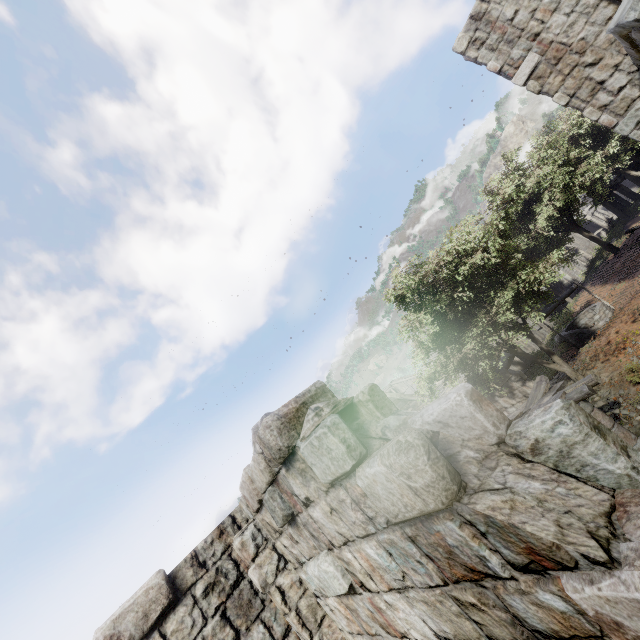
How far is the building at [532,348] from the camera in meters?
19.6 m

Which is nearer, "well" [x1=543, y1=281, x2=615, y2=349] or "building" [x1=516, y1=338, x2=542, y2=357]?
"well" [x1=543, y1=281, x2=615, y2=349]

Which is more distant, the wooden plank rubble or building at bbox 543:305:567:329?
building at bbox 543:305:567:329

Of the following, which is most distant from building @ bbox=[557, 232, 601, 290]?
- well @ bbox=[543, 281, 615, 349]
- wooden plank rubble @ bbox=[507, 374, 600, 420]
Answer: well @ bbox=[543, 281, 615, 349]

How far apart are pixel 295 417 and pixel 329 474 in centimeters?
69cm

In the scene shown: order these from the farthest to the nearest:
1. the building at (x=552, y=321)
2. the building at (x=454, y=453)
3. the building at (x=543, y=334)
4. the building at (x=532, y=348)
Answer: the building at (x=543, y=334) < the building at (x=532, y=348) < the building at (x=552, y=321) < the building at (x=454, y=453)
